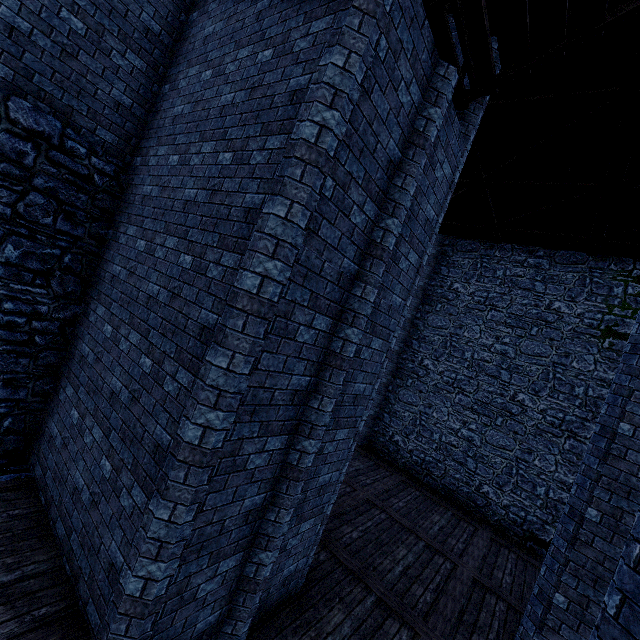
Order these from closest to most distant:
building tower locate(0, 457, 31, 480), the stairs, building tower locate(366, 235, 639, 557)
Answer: the stairs
building tower locate(0, 457, 31, 480)
building tower locate(366, 235, 639, 557)

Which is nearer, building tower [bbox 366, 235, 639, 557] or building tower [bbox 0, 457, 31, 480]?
building tower [bbox 0, 457, 31, 480]

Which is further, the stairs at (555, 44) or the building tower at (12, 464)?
the building tower at (12, 464)

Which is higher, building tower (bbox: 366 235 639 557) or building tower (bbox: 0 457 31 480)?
building tower (bbox: 366 235 639 557)

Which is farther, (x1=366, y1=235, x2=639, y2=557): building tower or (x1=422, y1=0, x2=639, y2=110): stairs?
(x1=366, y1=235, x2=639, y2=557): building tower

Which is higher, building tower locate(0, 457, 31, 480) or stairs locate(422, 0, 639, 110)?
stairs locate(422, 0, 639, 110)

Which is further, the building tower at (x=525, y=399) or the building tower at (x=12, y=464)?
the building tower at (x=525, y=399)

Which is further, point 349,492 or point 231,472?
point 349,492
